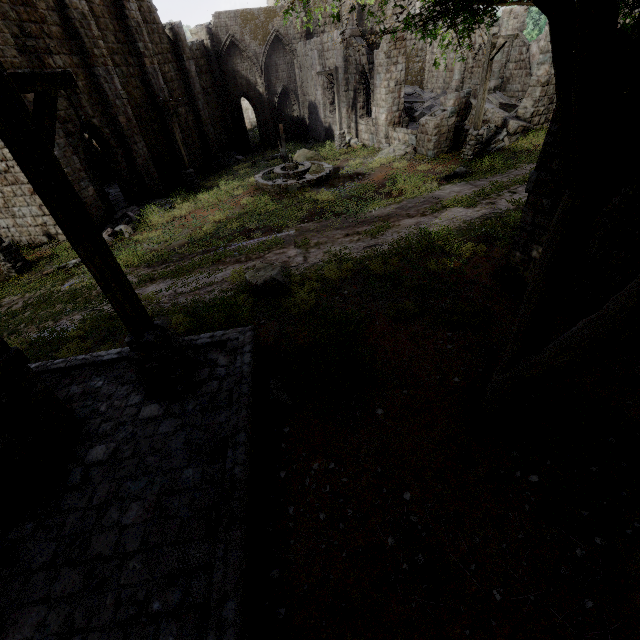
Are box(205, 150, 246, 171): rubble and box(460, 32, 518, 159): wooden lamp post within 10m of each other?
no

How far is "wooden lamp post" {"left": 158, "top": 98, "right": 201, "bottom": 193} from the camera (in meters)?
17.01

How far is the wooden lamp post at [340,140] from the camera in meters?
20.3

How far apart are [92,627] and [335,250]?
9.6m

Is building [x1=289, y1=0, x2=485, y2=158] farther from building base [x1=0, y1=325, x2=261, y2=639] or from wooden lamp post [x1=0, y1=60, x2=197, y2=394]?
wooden lamp post [x1=0, y1=60, x2=197, y2=394]

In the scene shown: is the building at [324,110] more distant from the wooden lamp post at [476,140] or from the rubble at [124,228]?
the wooden lamp post at [476,140]

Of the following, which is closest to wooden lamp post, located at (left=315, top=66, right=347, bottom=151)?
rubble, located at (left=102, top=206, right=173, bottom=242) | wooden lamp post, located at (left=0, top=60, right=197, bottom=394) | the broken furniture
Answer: rubble, located at (left=102, top=206, right=173, bottom=242)

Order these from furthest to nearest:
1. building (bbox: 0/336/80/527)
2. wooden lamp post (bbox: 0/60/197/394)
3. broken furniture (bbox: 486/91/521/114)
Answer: broken furniture (bbox: 486/91/521/114) < building (bbox: 0/336/80/527) < wooden lamp post (bbox: 0/60/197/394)
